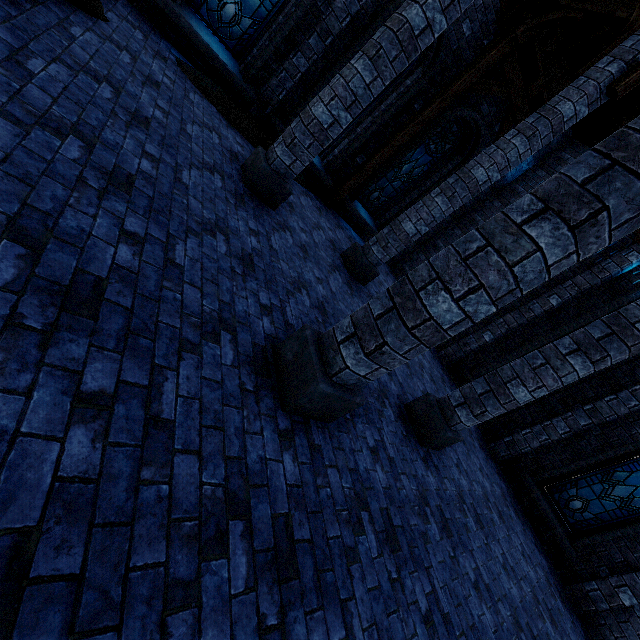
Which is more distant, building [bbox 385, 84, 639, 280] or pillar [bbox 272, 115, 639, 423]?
building [bbox 385, 84, 639, 280]

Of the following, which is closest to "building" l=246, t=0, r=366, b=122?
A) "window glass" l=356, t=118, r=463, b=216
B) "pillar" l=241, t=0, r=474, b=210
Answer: "pillar" l=241, t=0, r=474, b=210

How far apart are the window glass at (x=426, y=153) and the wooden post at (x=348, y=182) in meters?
0.7

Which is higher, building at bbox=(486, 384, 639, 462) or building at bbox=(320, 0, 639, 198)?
building at bbox=(320, 0, 639, 198)

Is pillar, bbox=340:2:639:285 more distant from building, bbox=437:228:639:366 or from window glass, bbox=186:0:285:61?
window glass, bbox=186:0:285:61

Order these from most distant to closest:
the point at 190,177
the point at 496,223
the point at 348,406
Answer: the point at 190,177, the point at 348,406, the point at 496,223

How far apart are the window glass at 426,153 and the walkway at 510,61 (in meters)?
0.77
